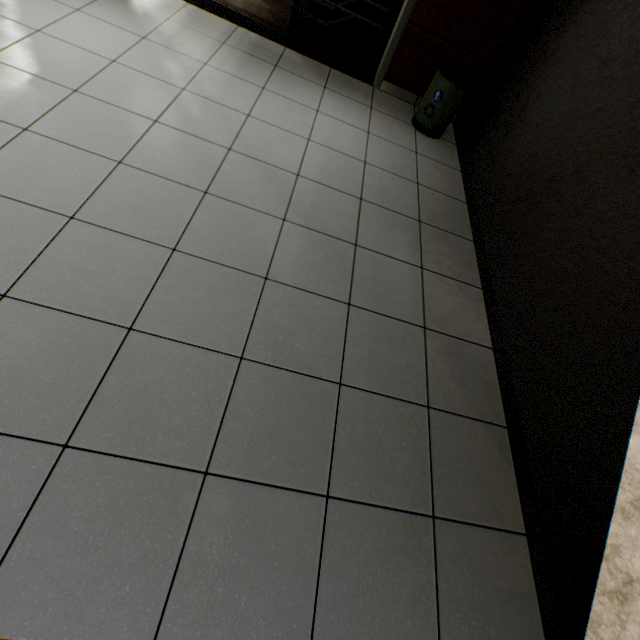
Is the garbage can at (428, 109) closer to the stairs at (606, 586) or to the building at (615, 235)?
the building at (615, 235)

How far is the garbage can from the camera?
2.9m

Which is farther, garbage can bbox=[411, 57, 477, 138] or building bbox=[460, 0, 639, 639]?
garbage can bbox=[411, 57, 477, 138]

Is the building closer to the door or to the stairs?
the stairs

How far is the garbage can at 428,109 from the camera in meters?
2.9

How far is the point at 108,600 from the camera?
1.0m

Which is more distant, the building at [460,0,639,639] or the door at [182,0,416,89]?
the door at [182,0,416,89]

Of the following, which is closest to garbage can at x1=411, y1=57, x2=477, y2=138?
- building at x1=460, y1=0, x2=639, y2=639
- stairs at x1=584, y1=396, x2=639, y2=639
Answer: building at x1=460, y1=0, x2=639, y2=639
